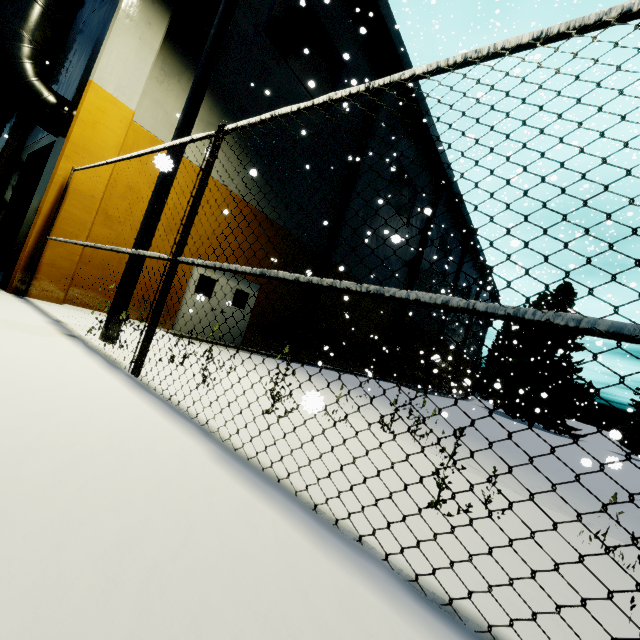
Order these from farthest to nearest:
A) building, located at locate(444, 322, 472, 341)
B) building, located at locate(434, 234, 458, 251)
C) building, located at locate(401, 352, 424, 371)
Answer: building, located at locate(444, 322, 472, 341)
building, located at locate(434, 234, 458, 251)
building, located at locate(401, 352, 424, 371)

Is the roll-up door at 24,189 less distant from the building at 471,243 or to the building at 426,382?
the building at 471,243

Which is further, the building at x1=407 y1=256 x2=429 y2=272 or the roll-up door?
the building at x1=407 y1=256 x2=429 y2=272

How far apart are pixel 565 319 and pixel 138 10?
10.80m

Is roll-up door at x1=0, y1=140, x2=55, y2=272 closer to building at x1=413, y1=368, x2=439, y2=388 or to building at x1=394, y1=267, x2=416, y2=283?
building at x1=394, y1=267, x2=416, y2=283

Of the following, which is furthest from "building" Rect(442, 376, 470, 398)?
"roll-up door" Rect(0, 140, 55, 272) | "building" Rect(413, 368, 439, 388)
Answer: "building" Rect(413, 368, 439, 388)

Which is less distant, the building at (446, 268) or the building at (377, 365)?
the building at (377, 365)

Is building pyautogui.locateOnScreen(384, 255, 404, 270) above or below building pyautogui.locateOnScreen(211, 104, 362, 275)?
above
